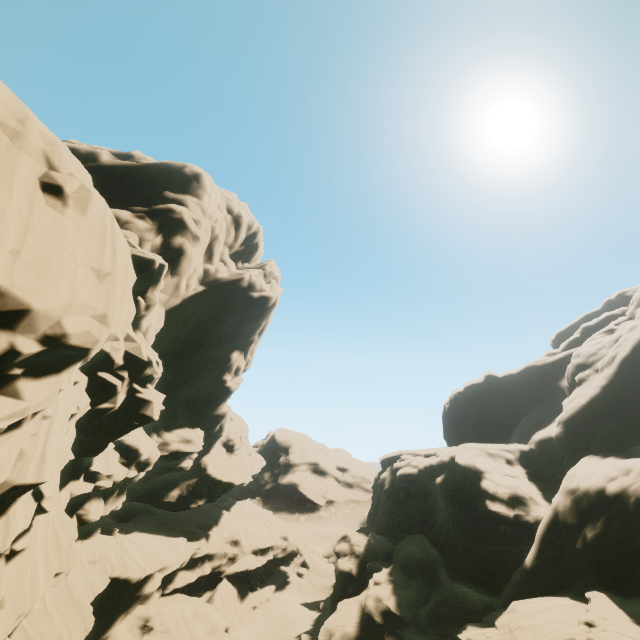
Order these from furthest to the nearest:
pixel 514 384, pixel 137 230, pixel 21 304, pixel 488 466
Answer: pixel 514 384
pixel 488 466
pixel 137 230
pixel 21 304

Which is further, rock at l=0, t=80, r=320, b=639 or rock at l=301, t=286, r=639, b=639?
rock at l=301, t=286, r=639, b=639

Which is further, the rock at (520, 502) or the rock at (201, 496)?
the rock at (520, 502)
